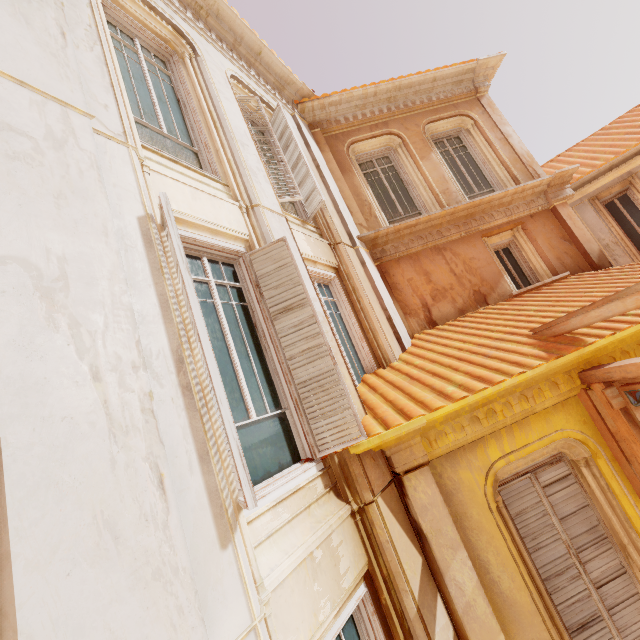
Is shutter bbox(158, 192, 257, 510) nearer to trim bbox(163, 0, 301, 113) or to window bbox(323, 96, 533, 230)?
trim bbox(163, 0, 301, 113)

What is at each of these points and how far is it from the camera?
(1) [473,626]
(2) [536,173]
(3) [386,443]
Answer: (1) column, 3.4m
(2) column, 8.2m
(3) trim, 3.6m

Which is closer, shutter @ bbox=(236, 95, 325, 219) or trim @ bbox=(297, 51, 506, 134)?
shutter @ bbox=(236, 95, 325, 219)

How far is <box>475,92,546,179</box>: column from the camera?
8.3m

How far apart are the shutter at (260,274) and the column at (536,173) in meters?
7.6

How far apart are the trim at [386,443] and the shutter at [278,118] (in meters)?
4.05

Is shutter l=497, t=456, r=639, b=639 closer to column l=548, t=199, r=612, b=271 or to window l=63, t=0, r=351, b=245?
window l=63, t=0, r=351, b=245

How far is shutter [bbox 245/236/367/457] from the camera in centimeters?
341cm
